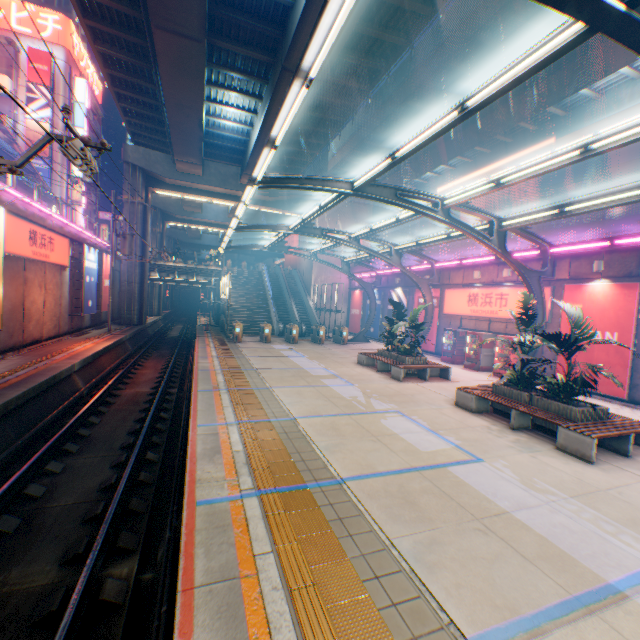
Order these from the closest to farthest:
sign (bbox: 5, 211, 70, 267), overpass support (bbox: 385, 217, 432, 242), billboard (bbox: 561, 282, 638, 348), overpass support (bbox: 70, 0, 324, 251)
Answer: billboard (bbox: 561, 282, 638, 348) < sign (bbox: 5, 211, 70, 267) < overpass support (bbox: 70, 0, 324, 251) < overpass support (bbox: 385, 217, 432, 242)

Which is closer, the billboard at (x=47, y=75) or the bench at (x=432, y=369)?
the bench at (x=432, y=369)

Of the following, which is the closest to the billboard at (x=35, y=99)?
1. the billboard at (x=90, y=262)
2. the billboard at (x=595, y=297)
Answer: the billboard at (x=90, y=262)

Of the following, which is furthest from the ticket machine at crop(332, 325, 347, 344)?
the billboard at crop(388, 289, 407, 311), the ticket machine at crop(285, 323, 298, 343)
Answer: the billboard at crop(388, 289, 407, 311)

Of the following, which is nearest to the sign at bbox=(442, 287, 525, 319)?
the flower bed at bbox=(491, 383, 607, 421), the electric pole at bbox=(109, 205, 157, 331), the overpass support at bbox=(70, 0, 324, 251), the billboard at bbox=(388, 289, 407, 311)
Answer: the billboard at bbox=(388, 289, 407, 311)

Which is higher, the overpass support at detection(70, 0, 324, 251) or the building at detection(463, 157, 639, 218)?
the building at detection(463, 157, 639, 218)

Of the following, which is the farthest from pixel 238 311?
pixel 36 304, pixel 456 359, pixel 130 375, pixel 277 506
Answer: pixel 277 506

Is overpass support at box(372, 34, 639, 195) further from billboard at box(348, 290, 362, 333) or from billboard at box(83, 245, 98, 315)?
billboard at box(348, 290, 362, 333)
